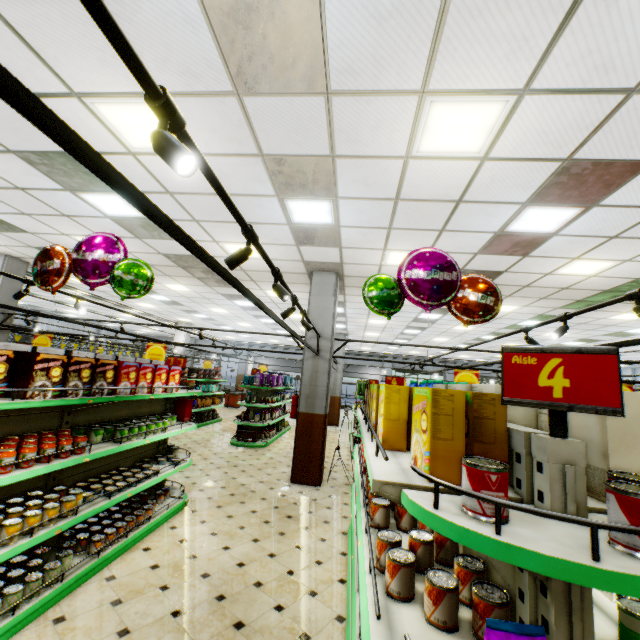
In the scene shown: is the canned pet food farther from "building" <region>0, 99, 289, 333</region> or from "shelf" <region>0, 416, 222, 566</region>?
→ "shelf" <region>0, 416, 222, 566</region>

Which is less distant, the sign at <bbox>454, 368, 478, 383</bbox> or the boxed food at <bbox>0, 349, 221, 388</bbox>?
the boxed food at <bbox>0, 349, 221, 388</bbox>

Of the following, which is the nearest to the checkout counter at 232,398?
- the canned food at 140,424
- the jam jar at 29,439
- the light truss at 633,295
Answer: the light truss at 633,295

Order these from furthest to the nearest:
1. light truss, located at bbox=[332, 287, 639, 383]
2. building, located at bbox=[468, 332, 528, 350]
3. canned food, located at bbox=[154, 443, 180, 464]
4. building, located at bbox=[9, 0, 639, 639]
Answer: building, located at bbox=[468, 332, 528, 350]
canned food, located at bbox=[154, 443, 180, 464]
light truss, located at bbox=[332, 287, 639, 383]
building, located at bbox=[9, 0, 639, 639]

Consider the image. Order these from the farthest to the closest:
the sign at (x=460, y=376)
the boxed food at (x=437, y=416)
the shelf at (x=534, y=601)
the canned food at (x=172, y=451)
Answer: the sign at (x=460, y=376)
the canned food at (x=172, y=451)
the boxed food at (x=437, y=416)
the shelf at (x=534, y=601)

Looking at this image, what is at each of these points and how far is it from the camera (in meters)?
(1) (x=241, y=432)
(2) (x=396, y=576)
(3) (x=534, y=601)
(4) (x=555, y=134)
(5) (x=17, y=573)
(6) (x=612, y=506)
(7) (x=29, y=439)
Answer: (1) boxed food, 10.46
(2) canned food, 1.50
(3) shelf, 1.19
(4) building, 3.28
(5) canned food, 2.96
(6) canned food, 0.93
(7) jam jar, 2.99

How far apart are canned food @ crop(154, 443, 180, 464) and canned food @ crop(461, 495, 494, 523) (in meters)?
5.51

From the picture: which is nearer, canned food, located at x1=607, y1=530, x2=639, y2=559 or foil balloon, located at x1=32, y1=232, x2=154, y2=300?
canned food, located at x1=607, y1=530, x2=639, y2=559
